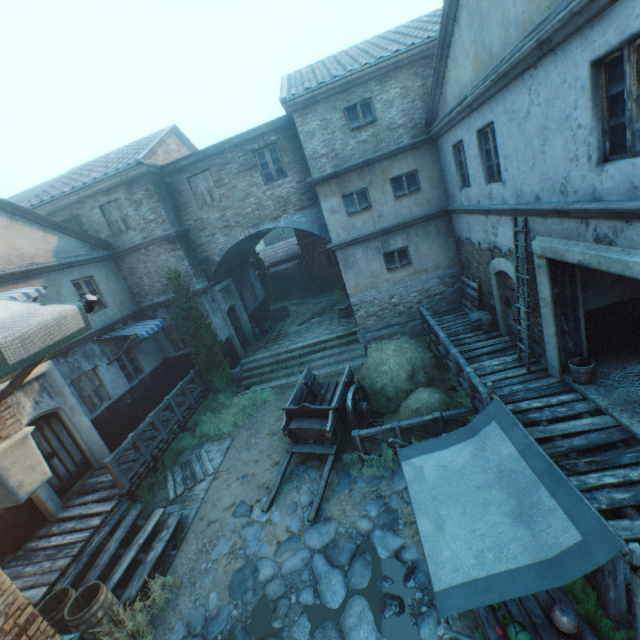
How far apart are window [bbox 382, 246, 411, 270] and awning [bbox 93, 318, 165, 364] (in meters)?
9.15

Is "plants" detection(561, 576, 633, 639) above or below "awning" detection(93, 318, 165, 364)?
below

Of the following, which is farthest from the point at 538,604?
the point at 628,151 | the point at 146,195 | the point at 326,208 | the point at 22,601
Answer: the point at 146,195

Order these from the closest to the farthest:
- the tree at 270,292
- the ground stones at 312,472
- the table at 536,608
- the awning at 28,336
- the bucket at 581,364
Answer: the awning at 28,336 → the table at 536,608 → the bucket at 581,364 → the ground stones at 312,472 → the tree at 270,292

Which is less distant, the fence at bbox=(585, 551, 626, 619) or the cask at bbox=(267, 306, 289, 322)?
the fence at bbox=(585, 551, 626, 619)

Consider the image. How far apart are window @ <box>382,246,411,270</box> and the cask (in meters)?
8.73

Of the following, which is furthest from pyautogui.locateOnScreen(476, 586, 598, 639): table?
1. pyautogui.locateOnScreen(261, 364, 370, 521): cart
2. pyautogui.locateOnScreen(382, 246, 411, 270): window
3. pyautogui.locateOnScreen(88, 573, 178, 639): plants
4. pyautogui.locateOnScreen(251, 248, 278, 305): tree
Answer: pyautogui.locateOnScreen(251, 248, 278, 305): tree

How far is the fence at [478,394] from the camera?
7.0 meters
